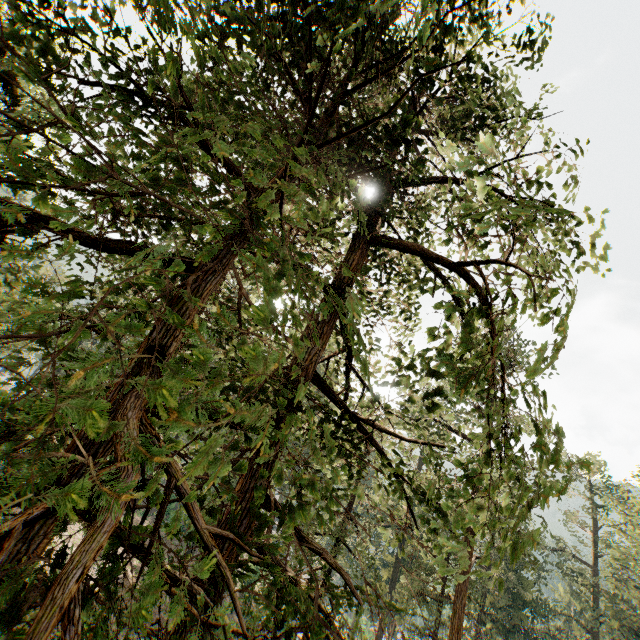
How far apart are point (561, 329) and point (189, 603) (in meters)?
4.99
